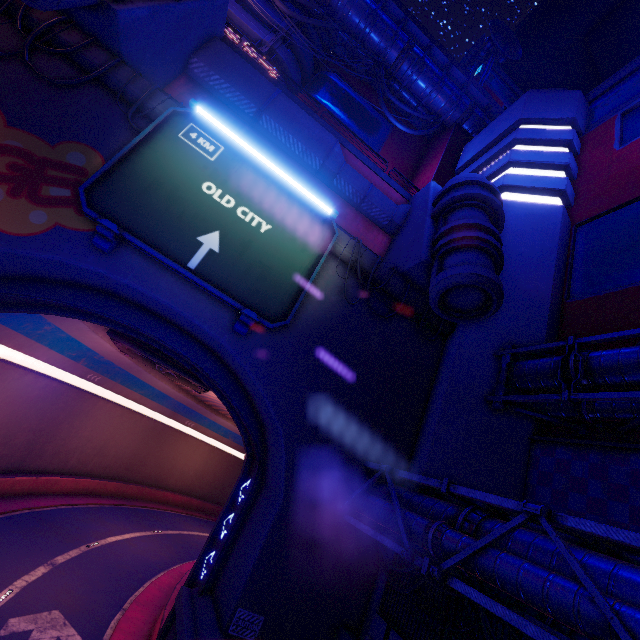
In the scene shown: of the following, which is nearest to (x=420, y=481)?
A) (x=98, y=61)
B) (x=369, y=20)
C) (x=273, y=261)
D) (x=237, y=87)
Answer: (x=273, y=261)

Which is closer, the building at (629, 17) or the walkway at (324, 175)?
the building at (629, 17)

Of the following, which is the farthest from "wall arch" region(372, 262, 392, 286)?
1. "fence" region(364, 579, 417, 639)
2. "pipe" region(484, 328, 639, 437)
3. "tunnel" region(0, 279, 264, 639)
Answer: "pipe" region(484, 328, 639, 437)

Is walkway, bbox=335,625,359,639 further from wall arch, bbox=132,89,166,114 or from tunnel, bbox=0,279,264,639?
tunnel, bbox=0,279,264,639

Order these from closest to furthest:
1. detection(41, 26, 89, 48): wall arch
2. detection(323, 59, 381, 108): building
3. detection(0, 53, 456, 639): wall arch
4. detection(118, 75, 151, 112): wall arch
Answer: detection(0, 53, 456, 639): wall arch < detection(41, 26, 89, 48): wall arch < detection(118, 75, 151, 112): wall arch < detection(323, 59, 381, 108): building

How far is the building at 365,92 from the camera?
32.9 meters

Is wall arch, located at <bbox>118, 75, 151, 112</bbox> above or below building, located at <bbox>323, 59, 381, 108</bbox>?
below

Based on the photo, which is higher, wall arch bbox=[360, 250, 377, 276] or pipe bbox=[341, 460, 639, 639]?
wall arch bbox=[360, 250, 377, 276]
